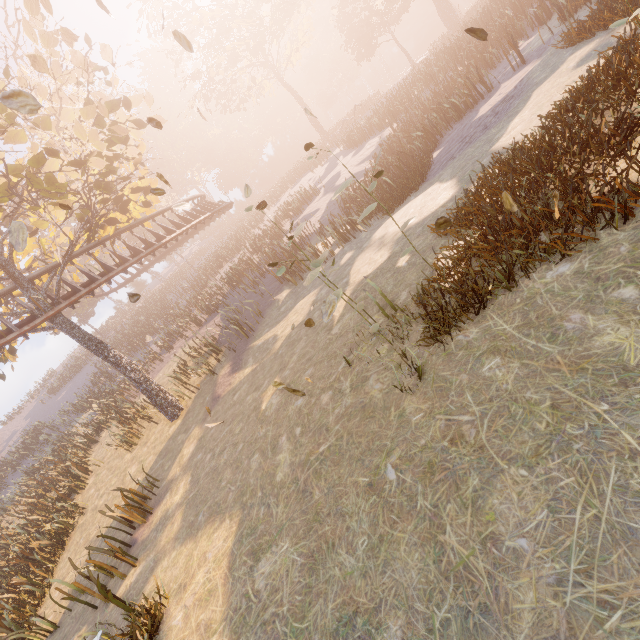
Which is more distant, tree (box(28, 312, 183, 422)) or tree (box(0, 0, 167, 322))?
tree (box(28, 312, 183, 422))

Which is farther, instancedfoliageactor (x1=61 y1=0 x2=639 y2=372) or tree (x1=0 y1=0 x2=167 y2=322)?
tree (x1=0 y1=0 x2=167 y2=322)

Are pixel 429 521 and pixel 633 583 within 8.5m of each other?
yes

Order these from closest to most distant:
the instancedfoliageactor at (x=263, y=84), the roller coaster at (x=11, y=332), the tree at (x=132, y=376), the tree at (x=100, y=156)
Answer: the instancedfoliageactor at (x=263, y=84) → the tree at (x=100, y=156) → the roller coaster at (x=11, y=332) → the tree at (x=132, y=376)

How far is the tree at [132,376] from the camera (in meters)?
13.22

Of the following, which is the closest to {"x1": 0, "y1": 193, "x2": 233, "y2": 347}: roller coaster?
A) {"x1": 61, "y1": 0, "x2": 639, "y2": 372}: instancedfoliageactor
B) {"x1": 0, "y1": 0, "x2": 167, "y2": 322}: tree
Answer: {"x1": 0, "y1": 0, "x2": 167, "y2": 322}: tree

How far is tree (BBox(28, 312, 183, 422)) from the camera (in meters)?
13.22

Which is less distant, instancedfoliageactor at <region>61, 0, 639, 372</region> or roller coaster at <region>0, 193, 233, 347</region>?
instancedfoliageactor at <region>61, 0, 639, 372</region>
